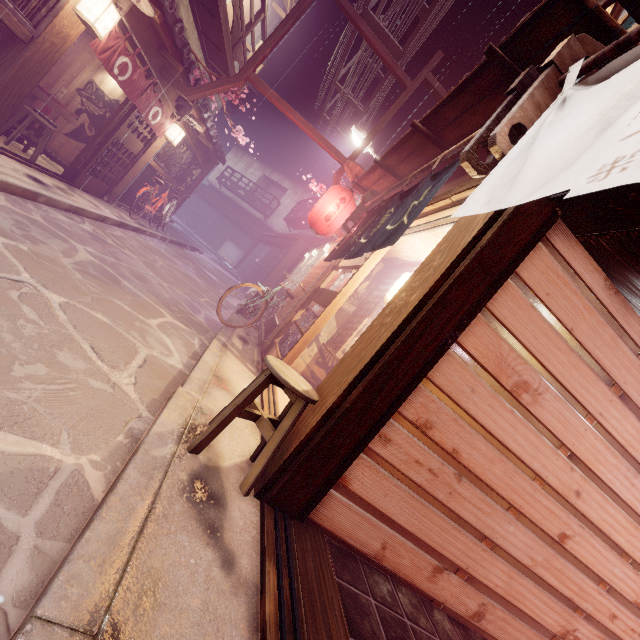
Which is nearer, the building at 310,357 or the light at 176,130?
the building at 310,357

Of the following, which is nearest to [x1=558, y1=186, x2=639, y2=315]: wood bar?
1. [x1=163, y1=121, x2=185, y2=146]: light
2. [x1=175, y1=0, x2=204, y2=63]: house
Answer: [x1=163, y1=121, x2=185, y2=146]: light

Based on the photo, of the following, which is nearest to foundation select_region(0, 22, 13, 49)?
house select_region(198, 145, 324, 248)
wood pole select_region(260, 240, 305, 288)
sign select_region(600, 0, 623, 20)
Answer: house select_region(198, 145, 324, 248)

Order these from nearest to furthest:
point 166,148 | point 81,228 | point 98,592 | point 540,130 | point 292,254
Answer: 1. point 98,592
2. point 540,130
3. point 81,228
4. point 166,148
5. point 292,254

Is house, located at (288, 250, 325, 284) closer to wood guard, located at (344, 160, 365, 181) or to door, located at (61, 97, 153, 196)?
wood guard, located at (344, 160, 365, 181)

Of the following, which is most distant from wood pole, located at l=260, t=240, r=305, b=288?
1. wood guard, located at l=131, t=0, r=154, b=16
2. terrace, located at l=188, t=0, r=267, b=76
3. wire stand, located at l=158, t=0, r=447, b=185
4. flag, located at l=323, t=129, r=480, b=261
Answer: wood guard, located at l=131, t=0, r=154, b=16

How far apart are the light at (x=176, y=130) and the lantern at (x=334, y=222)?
7.6m

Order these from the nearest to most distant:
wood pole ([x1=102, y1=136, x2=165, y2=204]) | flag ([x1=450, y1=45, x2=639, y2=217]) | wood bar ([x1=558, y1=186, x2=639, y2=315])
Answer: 1. flag ([x1=450, y1=45, x2=639, y2=217])
2. wood bar ([x1=558, y1=186, x2=639, y2=315])
3. wood pole ([x1=102, y1=136, x2=165, y2=204])
